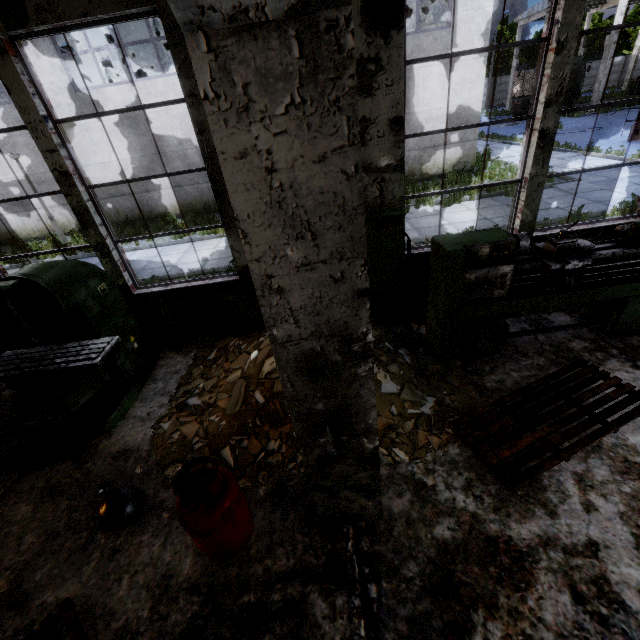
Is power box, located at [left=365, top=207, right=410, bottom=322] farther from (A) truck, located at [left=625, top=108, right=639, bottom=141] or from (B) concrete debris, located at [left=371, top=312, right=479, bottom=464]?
(A) truck, located at [left=625, top=108, right=639, bottom=141]

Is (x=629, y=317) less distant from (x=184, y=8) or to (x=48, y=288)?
(x=184, y=8)

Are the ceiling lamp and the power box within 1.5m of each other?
no

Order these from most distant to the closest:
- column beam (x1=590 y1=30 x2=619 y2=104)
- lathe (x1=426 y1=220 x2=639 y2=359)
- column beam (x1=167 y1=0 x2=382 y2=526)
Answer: column beam (x1=590 y1=30 x2=619 y2=104), lathe (x1=426 y1=220 x2=639 y2=359), column beam (x1=167 y1=0 x2=382 y2=526)

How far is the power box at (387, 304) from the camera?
4.4 meters

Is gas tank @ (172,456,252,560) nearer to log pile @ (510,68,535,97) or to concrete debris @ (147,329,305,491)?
concrete debris @ (147,329,305,491)

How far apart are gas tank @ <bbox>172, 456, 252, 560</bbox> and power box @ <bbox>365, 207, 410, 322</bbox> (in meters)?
2.98

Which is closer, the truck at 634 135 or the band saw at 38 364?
the band saw at 38 364
